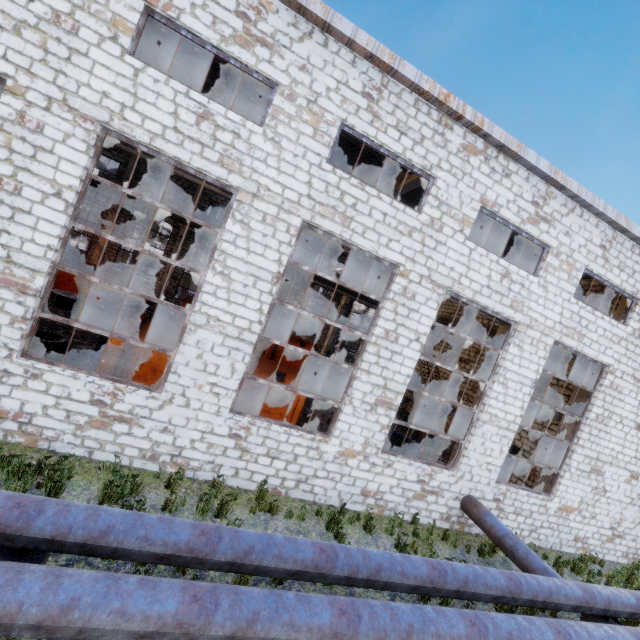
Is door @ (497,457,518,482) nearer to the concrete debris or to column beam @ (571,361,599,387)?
column beam @ (571,361,599,387)

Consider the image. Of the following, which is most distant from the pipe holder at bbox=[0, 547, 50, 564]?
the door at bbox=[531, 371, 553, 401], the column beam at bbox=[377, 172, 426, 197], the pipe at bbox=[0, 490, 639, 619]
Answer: the door at bbox=[531, 371, 553, 401]

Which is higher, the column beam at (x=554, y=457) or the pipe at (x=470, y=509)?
the column beam at (x=554, y=457)

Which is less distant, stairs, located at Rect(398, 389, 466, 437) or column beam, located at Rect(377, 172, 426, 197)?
column beam, located at Rect(377, 172, 426, 197)

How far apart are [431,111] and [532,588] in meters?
11.3

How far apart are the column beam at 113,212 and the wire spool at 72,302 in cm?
598

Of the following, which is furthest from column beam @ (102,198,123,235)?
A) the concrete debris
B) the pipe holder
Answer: the pipe holder

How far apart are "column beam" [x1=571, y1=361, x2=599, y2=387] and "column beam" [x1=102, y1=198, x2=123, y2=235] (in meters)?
27.05
